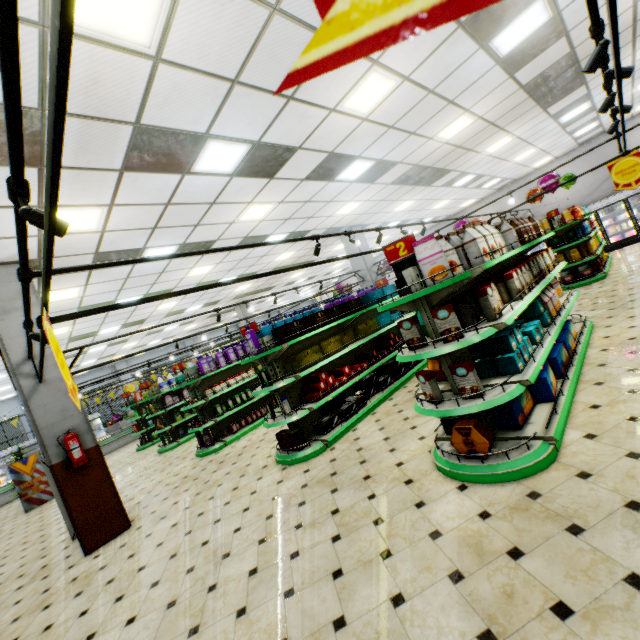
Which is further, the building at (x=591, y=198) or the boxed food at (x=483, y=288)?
the building at (x=591, y=198)

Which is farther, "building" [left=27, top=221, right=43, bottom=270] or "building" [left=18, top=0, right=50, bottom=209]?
"building" [left=27, top=221, right=43, bottom=270]

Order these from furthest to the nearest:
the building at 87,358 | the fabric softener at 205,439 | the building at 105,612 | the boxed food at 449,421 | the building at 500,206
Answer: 1. the building at 500,206
2. the building at 87,358
3. the fabric softener at 205,439
4. the boxed food at 449,421
5. the building at 105,612

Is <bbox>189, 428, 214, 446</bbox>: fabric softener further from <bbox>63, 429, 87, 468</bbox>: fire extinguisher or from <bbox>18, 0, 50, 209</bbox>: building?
<bbox>63, 429, 87, 468</bbox>: fire extinguisher

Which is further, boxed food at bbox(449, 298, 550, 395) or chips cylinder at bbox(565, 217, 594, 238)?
chips cylinder at bbox(565, 217, 594, 238)

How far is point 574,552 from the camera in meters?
2.1

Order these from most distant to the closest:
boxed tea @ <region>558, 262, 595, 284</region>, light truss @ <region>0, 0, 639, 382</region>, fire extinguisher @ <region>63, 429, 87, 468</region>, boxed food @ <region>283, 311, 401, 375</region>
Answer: boxed tea @ <region>558, 262, 595, 284</region>, boxed food @ <region>283, 311, 401, 375</region>, fire extinguisher @ <region>63, 429, 87, 468</region>, light truss @ <region>0, 0, 639, 382</region>

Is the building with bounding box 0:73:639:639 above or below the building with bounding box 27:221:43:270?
below
